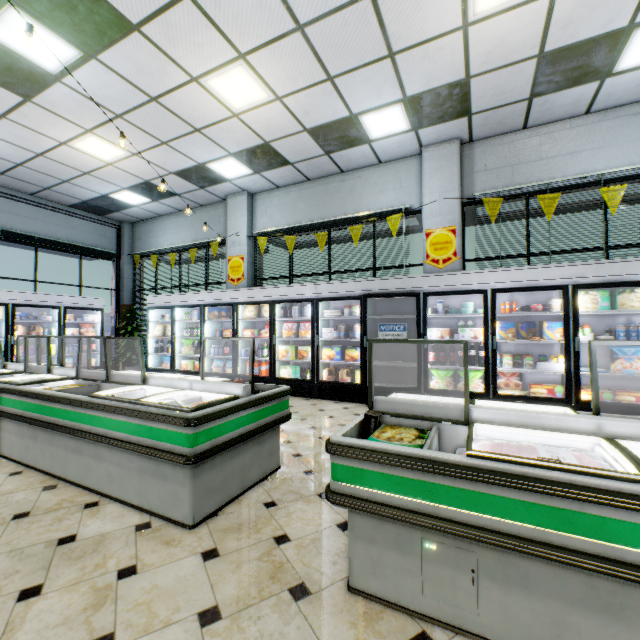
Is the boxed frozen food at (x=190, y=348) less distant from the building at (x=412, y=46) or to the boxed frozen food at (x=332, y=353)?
the building at (x=412, y=46)

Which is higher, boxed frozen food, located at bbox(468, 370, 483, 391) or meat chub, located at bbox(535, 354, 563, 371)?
meat chub, located at bbox(535, 354, 563, 371)

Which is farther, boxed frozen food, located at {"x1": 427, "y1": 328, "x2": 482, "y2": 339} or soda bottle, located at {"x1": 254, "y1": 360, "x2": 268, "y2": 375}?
soda bottle, located at {"x1": 254, "y1": 360, "x2": 268, "y2": 375}

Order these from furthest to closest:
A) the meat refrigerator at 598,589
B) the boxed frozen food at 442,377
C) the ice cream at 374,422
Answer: the boxed frozen food at 442,377 → the ice cream at 374,422 → the meat refrigerator at 598,589

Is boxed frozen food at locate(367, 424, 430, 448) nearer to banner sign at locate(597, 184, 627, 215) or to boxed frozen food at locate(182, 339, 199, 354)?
banner sign at locate(597, 184, 627, 215)

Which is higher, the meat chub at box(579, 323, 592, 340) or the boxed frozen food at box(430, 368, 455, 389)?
the meat chub at box(579, 323, 592, 340)

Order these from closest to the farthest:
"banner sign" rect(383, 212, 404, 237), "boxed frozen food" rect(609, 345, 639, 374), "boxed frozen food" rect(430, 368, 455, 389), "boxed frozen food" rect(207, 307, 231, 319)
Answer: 1. "boxed frozen food" rect(609, 345, 639, 374)
2. "boxed frozen food" rect(430, 368, 455, 389)
3. "banner sign" rect(383, 212, 404, 237)
4. "boxed frozen food" rect(207, 307, 231, 319)

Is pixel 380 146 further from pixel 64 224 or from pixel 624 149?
pixel 64 224
